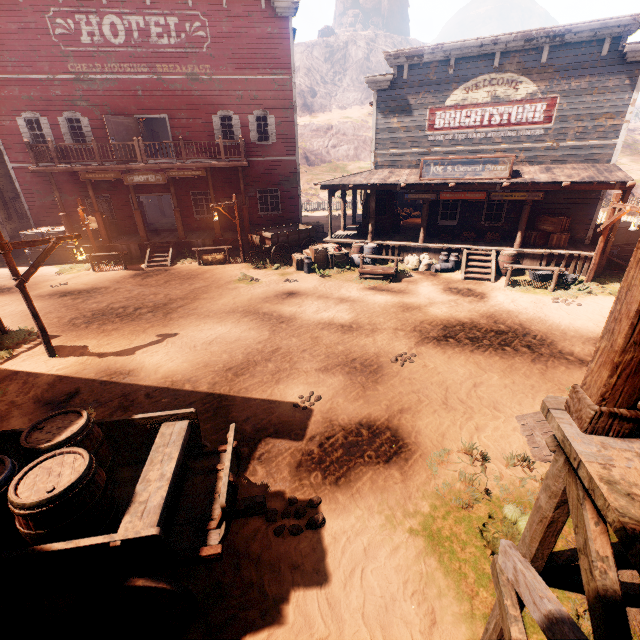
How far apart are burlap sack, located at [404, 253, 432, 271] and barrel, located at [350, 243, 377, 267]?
1.1 meters

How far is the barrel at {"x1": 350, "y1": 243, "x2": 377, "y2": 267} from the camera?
15.29m

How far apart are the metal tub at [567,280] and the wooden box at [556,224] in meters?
1.1

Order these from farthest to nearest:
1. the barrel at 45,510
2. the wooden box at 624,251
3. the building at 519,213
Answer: the wooden box at 624,251, the building at 519,213, the barrel at 45,510

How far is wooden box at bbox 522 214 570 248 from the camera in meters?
13.6 m

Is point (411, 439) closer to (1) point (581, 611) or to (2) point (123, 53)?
(1) point (581, 611)

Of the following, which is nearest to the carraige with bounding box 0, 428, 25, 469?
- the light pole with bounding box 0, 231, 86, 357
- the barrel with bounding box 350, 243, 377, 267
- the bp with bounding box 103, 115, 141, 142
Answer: the light pole with bounding box 0, 231, 86, 357

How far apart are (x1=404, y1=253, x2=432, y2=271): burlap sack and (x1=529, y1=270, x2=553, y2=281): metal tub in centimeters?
385cm
